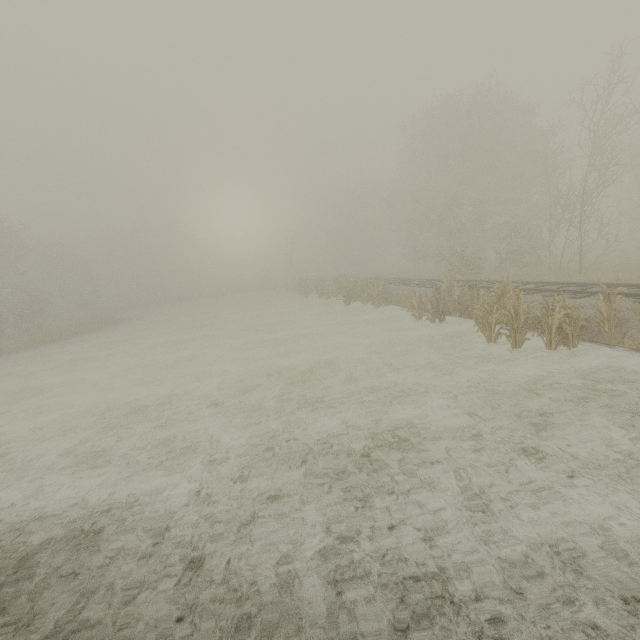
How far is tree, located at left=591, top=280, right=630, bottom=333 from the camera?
8.5m

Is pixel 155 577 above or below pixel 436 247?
below

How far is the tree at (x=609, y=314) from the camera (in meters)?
8.50
